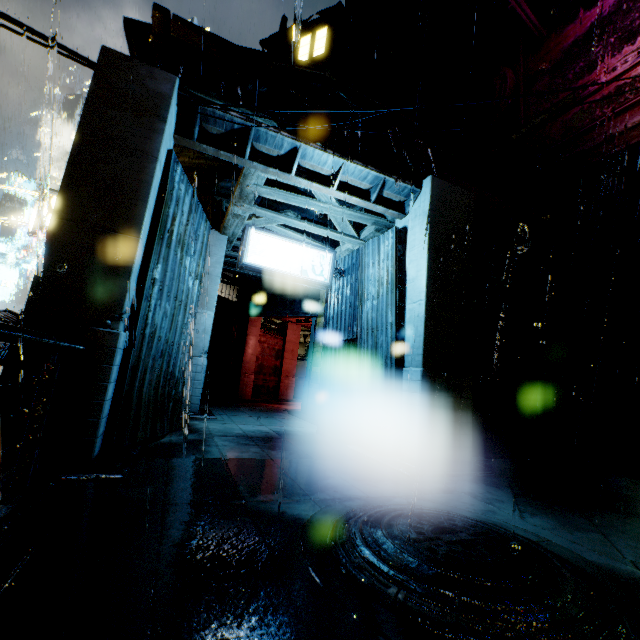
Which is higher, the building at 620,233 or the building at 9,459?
the building at 620,233

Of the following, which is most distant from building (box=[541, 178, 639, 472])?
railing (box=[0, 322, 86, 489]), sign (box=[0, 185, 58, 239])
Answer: sign (box=[0, 185, 58, 239])

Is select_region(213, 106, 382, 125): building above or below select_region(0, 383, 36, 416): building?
above

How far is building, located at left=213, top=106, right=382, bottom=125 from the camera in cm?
632

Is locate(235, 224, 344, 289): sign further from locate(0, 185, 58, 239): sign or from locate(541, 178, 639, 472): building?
locate(0, 185, 58, 239): sign

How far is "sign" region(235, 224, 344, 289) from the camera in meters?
8.3 m

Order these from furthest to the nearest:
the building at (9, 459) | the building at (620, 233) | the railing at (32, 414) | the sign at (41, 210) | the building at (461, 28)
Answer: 1. the building at (620, 233)
2. the sign at (41, 210)
3. the building at (461, 28)
4. the building at (9, 459)
5. the railing at (32, 414)

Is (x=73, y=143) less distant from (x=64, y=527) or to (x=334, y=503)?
(x=64, y=527)
